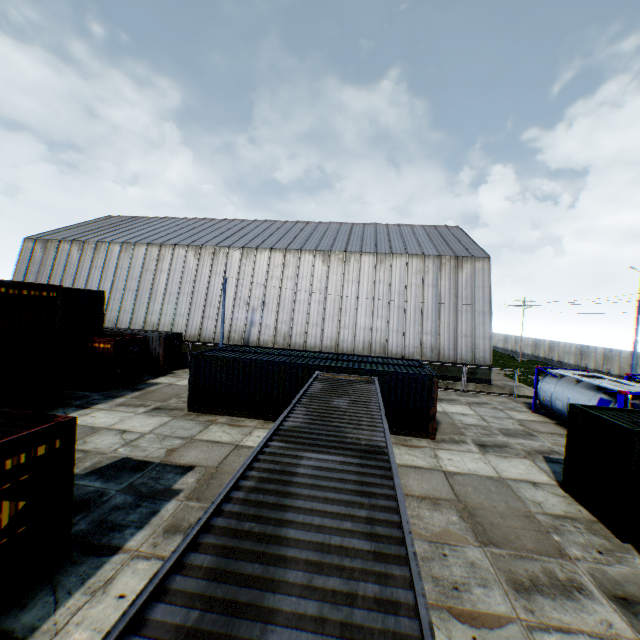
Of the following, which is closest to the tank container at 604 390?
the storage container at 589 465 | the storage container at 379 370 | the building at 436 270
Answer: the storage container at 589 465

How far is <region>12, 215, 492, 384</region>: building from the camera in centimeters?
2795cm

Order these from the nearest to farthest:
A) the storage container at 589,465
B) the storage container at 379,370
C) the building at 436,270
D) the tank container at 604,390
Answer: the storage container at 379,370
the storage container at 589,465
the tank container at 604,390
the building at 436,270

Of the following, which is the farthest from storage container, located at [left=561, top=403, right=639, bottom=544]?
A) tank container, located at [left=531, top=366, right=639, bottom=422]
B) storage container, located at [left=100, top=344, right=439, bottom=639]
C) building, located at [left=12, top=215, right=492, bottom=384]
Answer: building, located at [left=12, top=215, right=492, bottom=384]

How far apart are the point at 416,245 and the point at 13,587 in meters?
32.7 m

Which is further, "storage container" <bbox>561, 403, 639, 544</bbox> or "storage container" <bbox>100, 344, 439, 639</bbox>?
"storage container" <bbox>561, 403, 639, 544</bbox>

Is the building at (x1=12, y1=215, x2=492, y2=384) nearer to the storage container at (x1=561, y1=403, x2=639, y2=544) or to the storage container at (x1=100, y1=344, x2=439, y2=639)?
the storage container at (x1=100, y1=344, x2=439, y2=639)

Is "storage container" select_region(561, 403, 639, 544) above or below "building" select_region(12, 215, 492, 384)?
below
